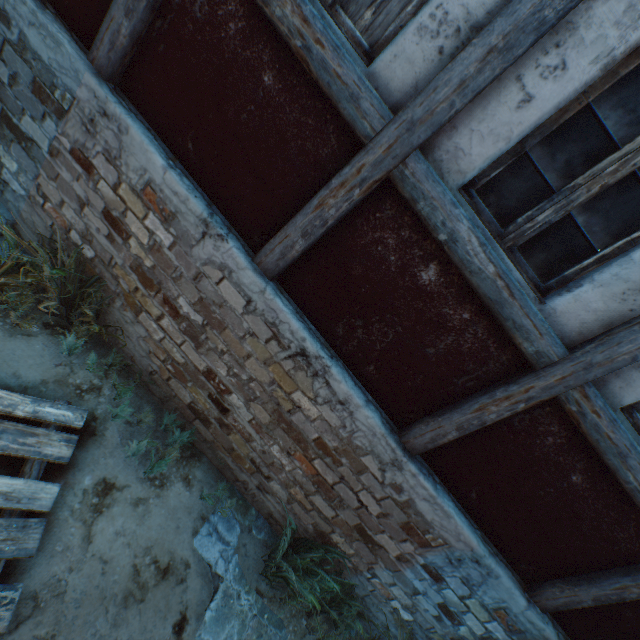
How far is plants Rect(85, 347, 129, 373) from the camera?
3.08m

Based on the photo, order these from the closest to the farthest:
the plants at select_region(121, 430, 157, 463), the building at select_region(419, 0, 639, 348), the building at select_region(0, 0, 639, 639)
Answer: the building at select_region(419, 0, 639, 348) → the building at select_region(0, 0, 639, 639) → the plants at select_region(121, 430, 157, 463)

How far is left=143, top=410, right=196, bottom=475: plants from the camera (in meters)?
3.01

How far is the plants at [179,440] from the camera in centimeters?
301cm

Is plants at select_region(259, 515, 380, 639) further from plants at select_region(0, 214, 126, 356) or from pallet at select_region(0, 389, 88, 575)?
plants at select_region(0, 214, 126, 356)

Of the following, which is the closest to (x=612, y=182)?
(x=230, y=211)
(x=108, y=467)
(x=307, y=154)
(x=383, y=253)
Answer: (x=383, y=253)

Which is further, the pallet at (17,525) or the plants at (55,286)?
the plants at (55,286)

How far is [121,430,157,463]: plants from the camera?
2.9 meters
